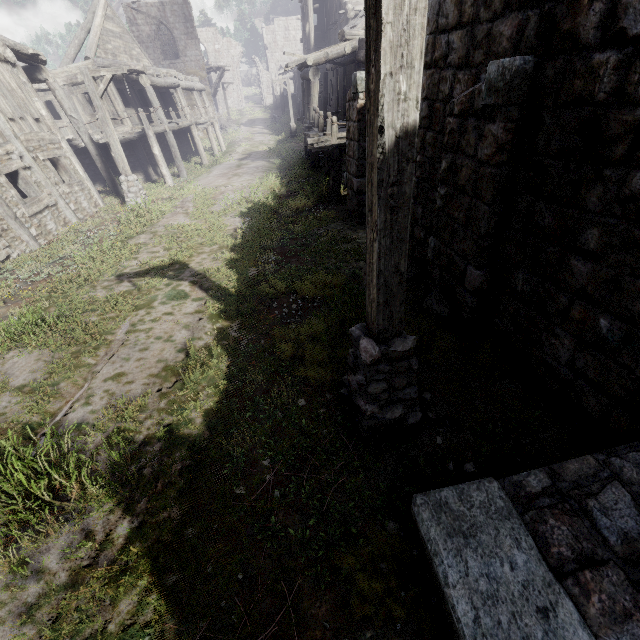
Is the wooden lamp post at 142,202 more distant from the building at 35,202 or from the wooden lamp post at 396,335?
the wooden lamp post at 396,335

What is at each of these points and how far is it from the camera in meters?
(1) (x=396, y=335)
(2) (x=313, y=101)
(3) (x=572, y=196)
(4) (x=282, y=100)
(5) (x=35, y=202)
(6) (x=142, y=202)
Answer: (1) wooden lamp post, 3.2 m
(2) building, 15.8 m
(3) building, 3.1 m
(4) building, 46.1 m
(5) building, 10.6 m
(6) wooden lamp post, 11.4 m

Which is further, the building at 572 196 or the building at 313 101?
the building at 313 101

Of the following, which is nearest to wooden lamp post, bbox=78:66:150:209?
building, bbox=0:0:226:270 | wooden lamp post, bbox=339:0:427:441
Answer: building, bbox=0:0:226:270

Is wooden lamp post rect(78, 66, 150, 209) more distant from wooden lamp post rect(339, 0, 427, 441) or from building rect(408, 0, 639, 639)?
wooden lamp post rect(339, 0, 427, 441)

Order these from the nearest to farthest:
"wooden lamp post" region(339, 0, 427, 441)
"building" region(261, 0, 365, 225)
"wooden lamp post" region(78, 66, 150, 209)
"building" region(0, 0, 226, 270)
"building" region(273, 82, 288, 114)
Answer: "wooden lamp post" region(339, 0, 427, 441)
"building" region(261, 0, 365, 225)
"building" region(0, 0, 226, 270)
"wooden lamp post" region(78, 66, 150, 209)
"building" region(273, 82, 288, 114)
